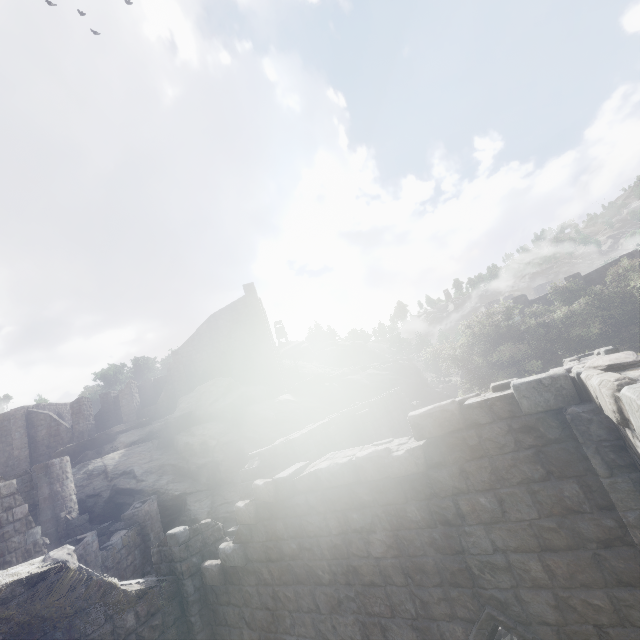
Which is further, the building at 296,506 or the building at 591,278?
the building at 591,278

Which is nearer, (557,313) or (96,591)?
(96,591)

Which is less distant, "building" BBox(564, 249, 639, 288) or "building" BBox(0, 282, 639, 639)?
"building" BBox(0, 282, 639, 639)

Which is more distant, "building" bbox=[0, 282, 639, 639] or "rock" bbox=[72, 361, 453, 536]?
"rock" bbox=[72, 361, 453, 536]

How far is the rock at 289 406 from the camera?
21.2 meters

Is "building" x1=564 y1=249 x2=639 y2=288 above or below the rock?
above

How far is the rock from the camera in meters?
21.2 m

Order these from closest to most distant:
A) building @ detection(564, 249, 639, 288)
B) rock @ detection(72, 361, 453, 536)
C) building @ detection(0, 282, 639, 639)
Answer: building @ detection(0, 282, 639, 639) → rock @ detection(72, 361, 453, 536) → building @ detection(564, 249, 639, 288)
